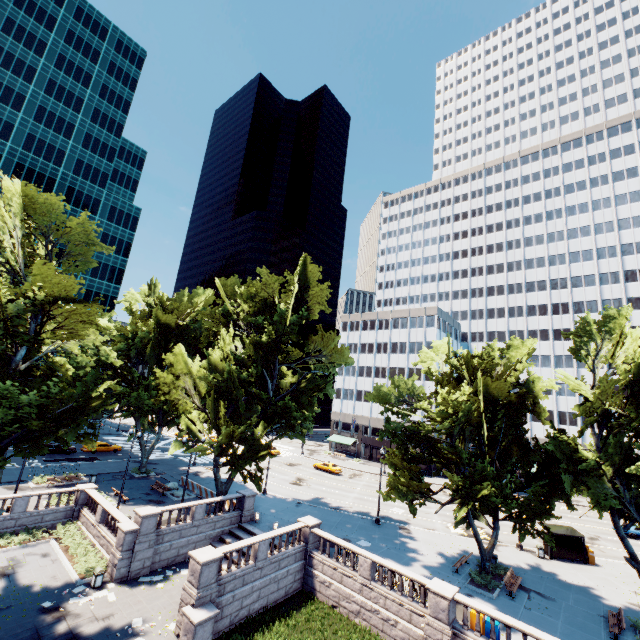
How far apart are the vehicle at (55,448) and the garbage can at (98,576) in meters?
32.2

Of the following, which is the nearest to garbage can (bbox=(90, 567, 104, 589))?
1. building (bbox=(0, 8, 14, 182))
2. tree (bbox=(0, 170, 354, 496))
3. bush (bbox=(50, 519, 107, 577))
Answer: bush (bbox=(50, 519, 107, 577))

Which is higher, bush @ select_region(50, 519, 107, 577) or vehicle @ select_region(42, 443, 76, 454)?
vehicle @ select_region(42, 443, 76, 454)

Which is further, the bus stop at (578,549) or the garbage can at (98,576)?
the bus stop at (578,549)

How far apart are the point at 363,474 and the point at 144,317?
43.20m

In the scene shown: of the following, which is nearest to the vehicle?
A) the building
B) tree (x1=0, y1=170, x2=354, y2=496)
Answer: tree (x1=0, y1=170, x2=354, y2=496)

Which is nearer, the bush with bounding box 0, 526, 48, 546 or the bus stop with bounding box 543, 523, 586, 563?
the bush with bounding box 0, 526, 48, 546

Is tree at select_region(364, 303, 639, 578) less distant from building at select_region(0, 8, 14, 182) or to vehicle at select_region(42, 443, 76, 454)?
vehicle at select_region(42, 443, 76, 454)
